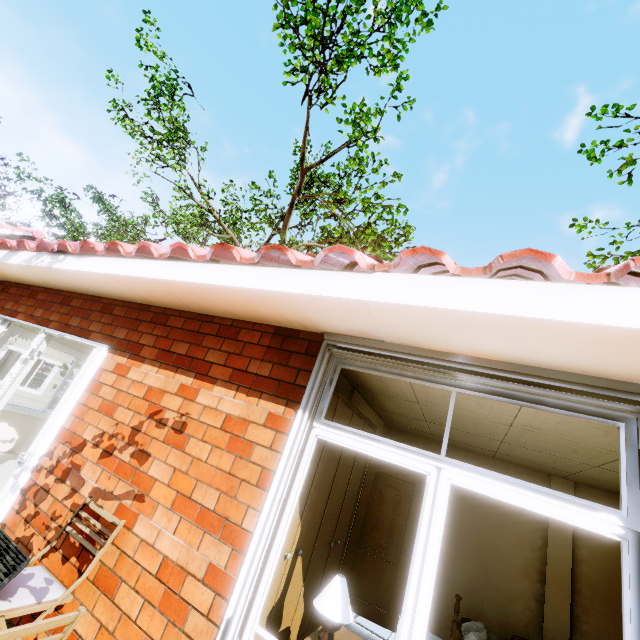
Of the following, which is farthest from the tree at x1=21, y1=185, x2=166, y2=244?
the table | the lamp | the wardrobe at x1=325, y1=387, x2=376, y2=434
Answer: the lamp

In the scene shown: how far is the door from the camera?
4.68m

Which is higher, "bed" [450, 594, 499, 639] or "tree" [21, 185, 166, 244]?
"tree" [21, 185, 166, 244]

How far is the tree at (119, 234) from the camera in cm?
1845

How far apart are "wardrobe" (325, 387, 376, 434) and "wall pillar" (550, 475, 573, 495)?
3.5m

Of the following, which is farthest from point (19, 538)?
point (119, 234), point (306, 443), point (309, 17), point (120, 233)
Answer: point (120, 233)

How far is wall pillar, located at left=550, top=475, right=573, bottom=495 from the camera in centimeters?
513cm

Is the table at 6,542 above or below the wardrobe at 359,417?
below
